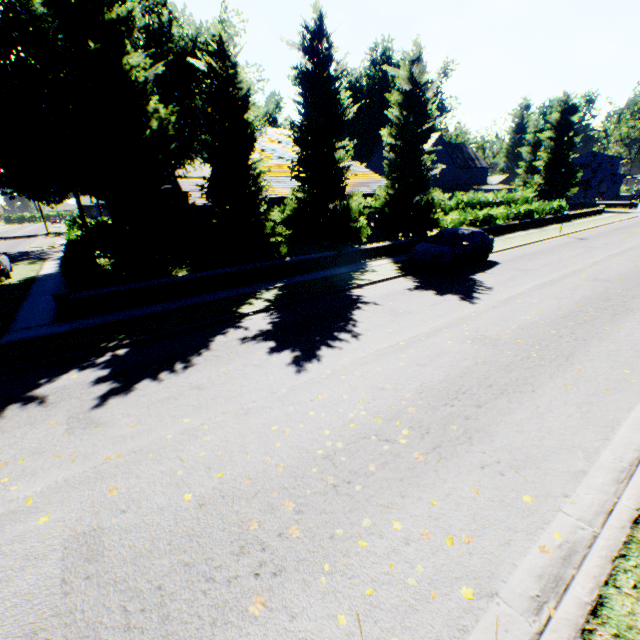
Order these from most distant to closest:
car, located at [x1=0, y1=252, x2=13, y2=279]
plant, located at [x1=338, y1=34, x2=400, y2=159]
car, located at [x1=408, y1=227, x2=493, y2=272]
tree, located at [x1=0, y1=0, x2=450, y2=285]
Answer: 1. plant, located at [x1=338, y1=34, x2=400, y2=159]
2. car, located at [x1=0, y1=252, x2=13, y2=279]
3. car, located at [x1=408, y1=227, x2=493, y2=272]
4. tree, located at [x1=0, y1=0, x2=450, y2=285]

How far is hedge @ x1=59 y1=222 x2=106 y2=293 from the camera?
10.26m

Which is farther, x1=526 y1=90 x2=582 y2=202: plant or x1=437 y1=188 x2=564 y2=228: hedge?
x1=526 y1=90 x2=582 y2=202: plant

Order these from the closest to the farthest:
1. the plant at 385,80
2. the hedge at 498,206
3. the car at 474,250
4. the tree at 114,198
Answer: the tree at 114,198 < the car at 474,250 < the hedge at 498,206 < the plant at 385,80

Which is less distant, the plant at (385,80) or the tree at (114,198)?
the tree at (114,198)

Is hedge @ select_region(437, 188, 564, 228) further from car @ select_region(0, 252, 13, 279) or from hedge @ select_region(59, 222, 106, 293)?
hedge @ select_region(59, 222, 106, 293)

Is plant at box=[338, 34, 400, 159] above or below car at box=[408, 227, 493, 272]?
above

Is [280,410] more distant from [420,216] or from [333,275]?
[420,216]
